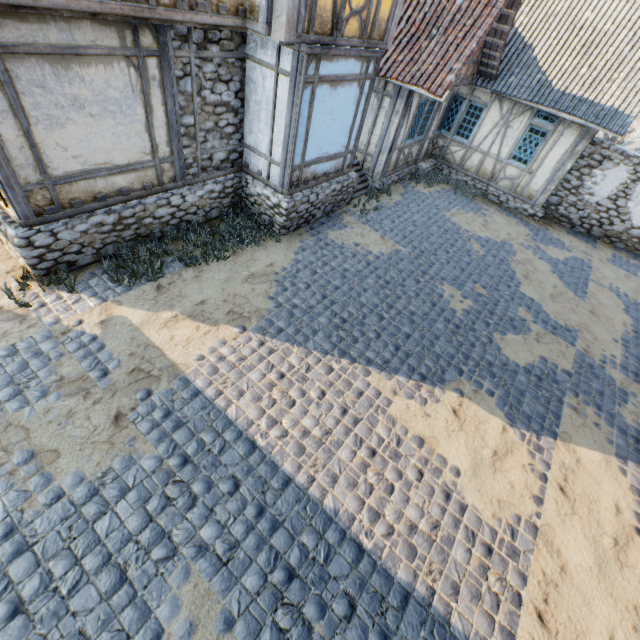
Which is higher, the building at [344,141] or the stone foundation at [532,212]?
the building at [344,141]

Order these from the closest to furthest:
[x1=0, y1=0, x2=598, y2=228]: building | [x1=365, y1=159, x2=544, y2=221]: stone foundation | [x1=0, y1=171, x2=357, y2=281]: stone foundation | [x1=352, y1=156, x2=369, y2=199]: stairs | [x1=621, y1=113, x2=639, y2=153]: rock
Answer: [x1=0, y1=0, x2=598, y2=228]: building, [x1=0, y1=171, x2=357, y2=281]: stone foundation, [x1=352, y1=156, x2=369, y2=199]: stairs, [x1=365, y1=159, x2=544, y2=221]: stone foundation, [x1=621, y1=113, x2=639, y2=153]: rock

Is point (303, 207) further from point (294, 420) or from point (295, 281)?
point (294, 420)

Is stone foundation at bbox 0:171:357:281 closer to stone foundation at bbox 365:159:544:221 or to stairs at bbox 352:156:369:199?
stairs at bbox 352:156:369:199

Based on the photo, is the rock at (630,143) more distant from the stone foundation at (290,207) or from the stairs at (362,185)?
the stone foundation at (290,207)

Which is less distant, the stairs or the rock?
the stairs

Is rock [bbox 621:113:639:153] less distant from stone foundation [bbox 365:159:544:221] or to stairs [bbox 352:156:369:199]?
stone foundation [bbox 365:159:544:221]

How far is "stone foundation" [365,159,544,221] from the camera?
11.9 meters
